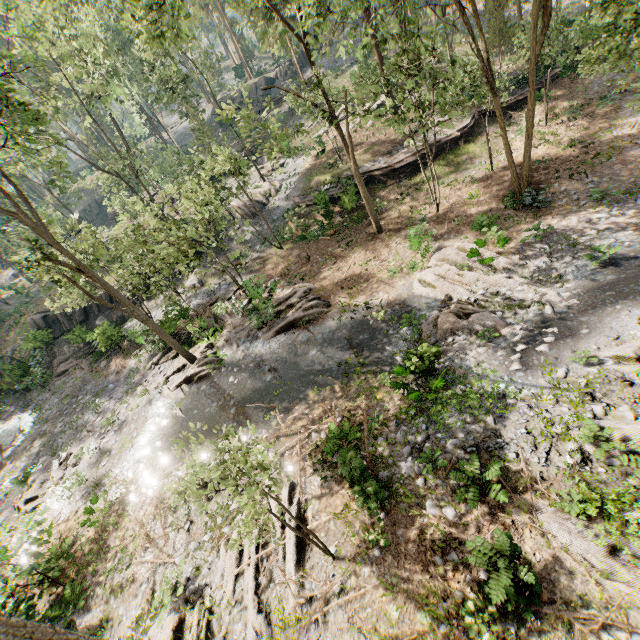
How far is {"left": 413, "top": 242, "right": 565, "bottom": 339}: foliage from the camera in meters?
13.1 m

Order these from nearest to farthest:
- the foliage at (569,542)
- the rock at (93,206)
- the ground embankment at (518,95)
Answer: the foliage at (569,542) → the ground embankment at (518,95) → the rock at (93,206)

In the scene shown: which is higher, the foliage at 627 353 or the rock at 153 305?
the foliage at 627 353

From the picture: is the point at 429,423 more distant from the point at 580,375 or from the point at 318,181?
the point at 318,181

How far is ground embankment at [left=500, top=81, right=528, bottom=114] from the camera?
24.8m

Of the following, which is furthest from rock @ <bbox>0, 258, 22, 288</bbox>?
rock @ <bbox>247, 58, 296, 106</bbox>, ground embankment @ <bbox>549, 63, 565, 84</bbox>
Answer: ground embankment @ <bbox>549, 63, 565, 84</bbox>

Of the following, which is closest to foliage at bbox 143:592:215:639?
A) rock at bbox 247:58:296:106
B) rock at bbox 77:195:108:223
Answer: rock at bbox 247:58:296:106
